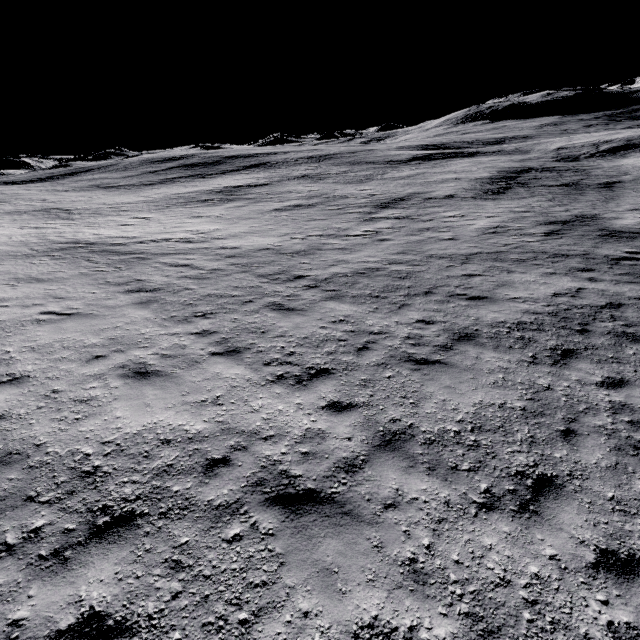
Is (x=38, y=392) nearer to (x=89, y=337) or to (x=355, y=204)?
(x=89, y=337)
